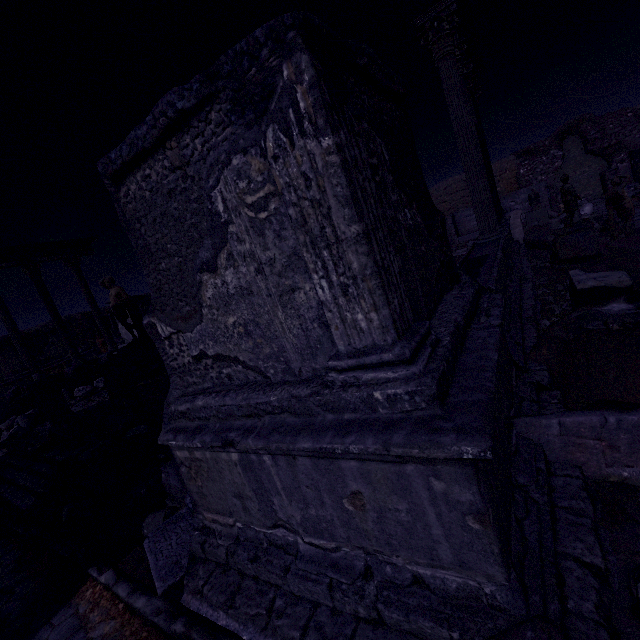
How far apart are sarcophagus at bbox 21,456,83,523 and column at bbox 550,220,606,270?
12.44m

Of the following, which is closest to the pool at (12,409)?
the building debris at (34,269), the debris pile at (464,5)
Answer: the building debris at (34,269)

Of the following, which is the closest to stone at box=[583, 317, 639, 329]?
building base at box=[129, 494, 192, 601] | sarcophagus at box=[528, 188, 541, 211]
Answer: building base at box=[129, 494, 192, 601]

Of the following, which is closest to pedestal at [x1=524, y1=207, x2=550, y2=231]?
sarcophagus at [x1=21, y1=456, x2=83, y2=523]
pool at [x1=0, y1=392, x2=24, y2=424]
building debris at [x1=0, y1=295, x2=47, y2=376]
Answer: sarcophagus at [x1=21, y1=456, x2=83, y2=523]

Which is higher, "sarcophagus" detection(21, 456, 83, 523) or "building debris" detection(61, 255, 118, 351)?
"building debris" detection(61, 255, 118, 351)

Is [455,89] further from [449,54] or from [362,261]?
[362,261]

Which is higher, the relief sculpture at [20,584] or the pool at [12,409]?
the pool at [12,409]

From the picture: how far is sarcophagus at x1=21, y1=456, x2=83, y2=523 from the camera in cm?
565
